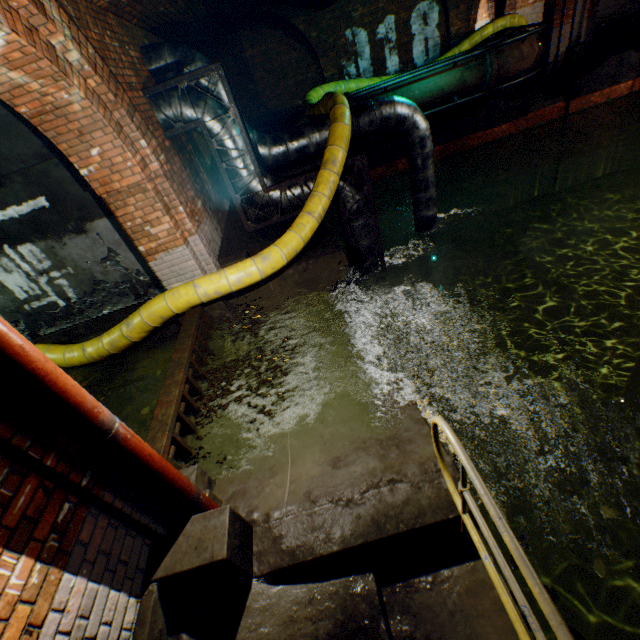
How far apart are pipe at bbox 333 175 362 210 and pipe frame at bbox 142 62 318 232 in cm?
4

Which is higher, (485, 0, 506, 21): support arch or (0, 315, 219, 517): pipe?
(485, 0, 506, 21): support arch

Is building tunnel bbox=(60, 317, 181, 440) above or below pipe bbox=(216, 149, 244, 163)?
below

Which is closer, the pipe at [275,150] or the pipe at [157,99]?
the pipe at [157,99]

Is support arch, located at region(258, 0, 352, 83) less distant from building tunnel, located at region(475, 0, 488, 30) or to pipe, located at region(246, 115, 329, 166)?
building tunnel, located at region(475, 0, 488, 30)

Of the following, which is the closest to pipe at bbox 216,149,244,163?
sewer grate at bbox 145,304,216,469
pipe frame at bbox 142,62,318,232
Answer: pipe frame at bbox 142,62,318,232

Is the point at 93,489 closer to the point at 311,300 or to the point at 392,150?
the point at 311,300

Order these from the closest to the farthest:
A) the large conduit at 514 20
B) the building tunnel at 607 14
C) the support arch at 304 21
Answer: the support arch at 304 21
the large conduit at 514 20
the building tunnel at 607 14
